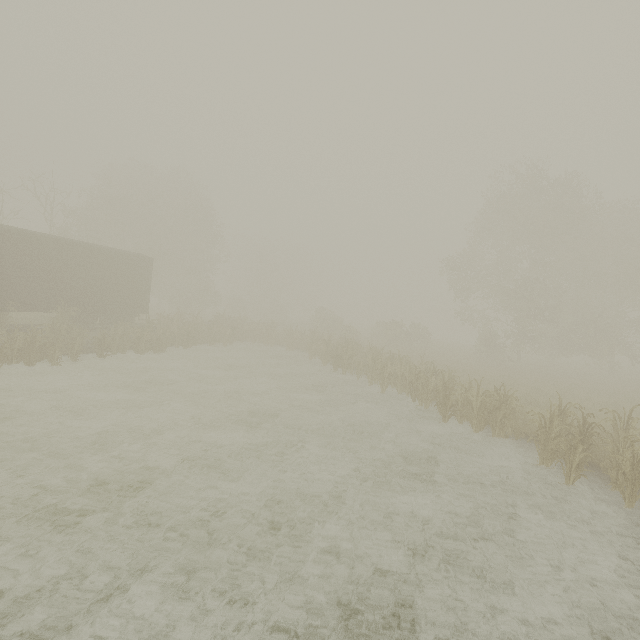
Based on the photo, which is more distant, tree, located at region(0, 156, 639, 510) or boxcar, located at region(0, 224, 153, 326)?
boxcar, located at region(0, 224, 153, 326)

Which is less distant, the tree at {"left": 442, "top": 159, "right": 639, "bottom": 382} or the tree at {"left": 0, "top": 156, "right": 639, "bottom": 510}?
the tree at {"left": 0, "top": 156, "right": 639, "bottom": 510}

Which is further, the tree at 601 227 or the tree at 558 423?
the tree at 601 227

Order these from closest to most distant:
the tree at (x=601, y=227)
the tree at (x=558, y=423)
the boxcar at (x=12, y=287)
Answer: the tree at (x=558, y=423) → the boxcar at (x=12, y=287) → the tree at (x=601, y=227)

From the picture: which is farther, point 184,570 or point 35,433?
point 35,433

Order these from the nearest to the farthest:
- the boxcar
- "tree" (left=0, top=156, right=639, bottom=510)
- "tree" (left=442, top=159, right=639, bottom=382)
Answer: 1. "tree" (left=0, top=156, right=639, bottom=510)
2. the boxcar
3. "tree" (left=442, top=159, right=639, bottom=382)
